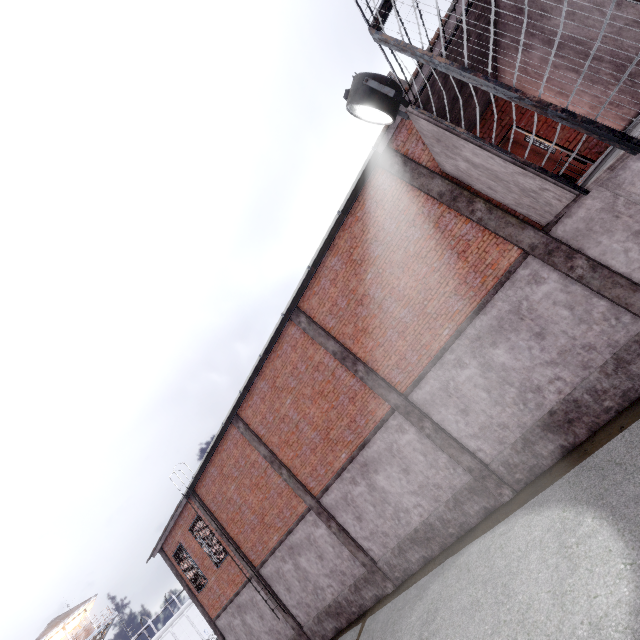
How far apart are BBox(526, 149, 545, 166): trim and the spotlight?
19.2 meters

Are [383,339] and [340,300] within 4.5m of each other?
yes

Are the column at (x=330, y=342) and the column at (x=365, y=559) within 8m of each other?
yes

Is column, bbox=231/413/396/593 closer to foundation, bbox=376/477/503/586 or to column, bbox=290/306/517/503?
foundation, bbox=376/477/503/586

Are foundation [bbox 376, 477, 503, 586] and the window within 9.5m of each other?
yes

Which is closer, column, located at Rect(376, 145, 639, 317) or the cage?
the cage

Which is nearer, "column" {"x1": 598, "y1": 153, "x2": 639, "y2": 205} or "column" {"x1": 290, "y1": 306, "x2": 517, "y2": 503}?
"column" {"x1": 598, "y1": 153, "x2": 639, "y2": 205}

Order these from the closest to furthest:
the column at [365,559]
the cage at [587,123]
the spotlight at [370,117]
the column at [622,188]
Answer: the cage at [587,123] → the column at [622,188] → the spotlight at [370,117] → the column at [365,559]
